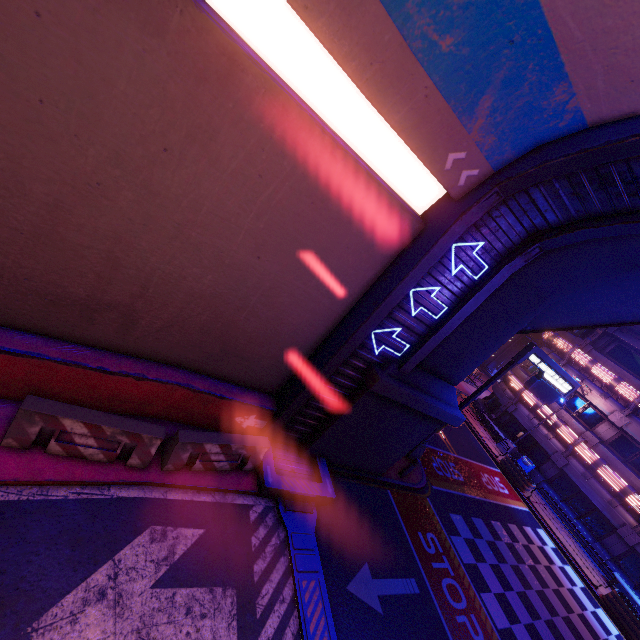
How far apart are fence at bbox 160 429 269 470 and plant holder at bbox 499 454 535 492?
20.3 meters

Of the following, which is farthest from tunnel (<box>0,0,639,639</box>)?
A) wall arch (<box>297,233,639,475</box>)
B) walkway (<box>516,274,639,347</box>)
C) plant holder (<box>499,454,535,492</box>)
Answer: plant holder (<box>499,454,535,492</box>)

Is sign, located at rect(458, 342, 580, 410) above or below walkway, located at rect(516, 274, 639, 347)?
below

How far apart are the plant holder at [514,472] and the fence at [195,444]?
20.32m

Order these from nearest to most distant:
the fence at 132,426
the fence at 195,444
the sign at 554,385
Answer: the fence at 132,426 → the fence at 195,444 → the sign at 554,385

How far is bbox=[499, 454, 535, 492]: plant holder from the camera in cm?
2080

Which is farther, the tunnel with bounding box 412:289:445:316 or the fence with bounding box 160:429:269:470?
the tunnel with bounding box 412:289:445:316

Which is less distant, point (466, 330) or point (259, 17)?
point (259, 17)
